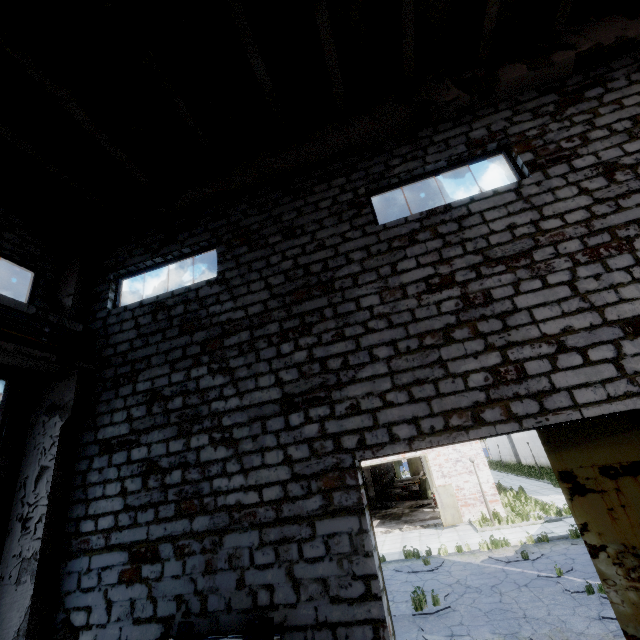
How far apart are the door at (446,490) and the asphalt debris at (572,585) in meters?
7.3

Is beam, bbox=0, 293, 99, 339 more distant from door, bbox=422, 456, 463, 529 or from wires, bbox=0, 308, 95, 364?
door, bbox=422, 456, 463, 529

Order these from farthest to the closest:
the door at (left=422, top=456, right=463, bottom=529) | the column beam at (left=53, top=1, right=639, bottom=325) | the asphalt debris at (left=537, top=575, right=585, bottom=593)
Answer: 1. the door at (left=422, top=456, right=463, bottom=529)
2. the asphalt debris at (left=537, top=575, right=585, bottom=593)
3. the column beam at (left=53, top=1, right=639, bottom=325)

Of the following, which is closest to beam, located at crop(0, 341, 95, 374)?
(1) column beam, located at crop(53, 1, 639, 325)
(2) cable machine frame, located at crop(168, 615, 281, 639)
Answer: (1) column beam, located at crop(53, 1, 639, 325)

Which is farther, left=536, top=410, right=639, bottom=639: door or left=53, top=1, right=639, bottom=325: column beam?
left=53, top=1, right=639, bottom=325: column beam

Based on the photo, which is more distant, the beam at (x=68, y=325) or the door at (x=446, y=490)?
the door at (x=446, y=490)

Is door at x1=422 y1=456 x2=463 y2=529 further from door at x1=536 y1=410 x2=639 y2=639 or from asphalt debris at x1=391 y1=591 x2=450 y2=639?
door at x1=536 y1=410 x2=639 y2=639

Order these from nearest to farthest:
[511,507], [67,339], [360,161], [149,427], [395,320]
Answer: [395,320] → [149,427] → [67,339] → [360,161] → [511,507]
